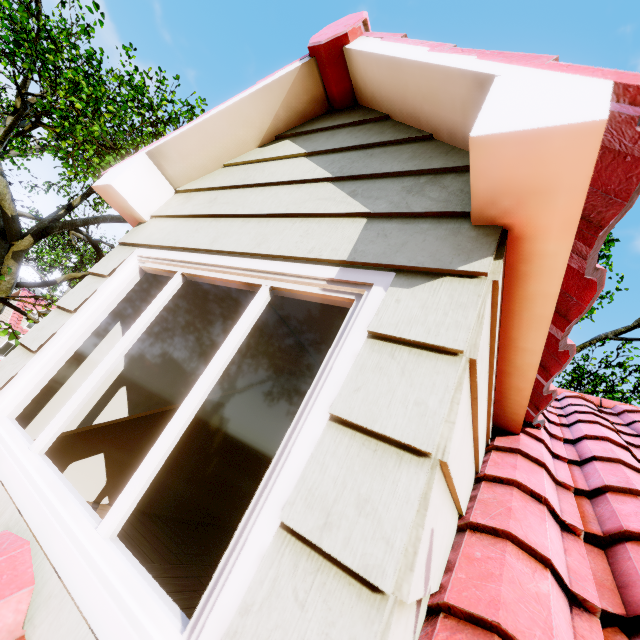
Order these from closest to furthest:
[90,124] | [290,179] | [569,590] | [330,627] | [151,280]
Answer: [330,627]
[569,590]
[290,179]
[151,280]
[90,124]

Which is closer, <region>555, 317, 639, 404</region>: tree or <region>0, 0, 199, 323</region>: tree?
<region>0, 0, 199, 323</region>: tree

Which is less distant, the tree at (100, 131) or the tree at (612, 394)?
the tree at (100, 131)
